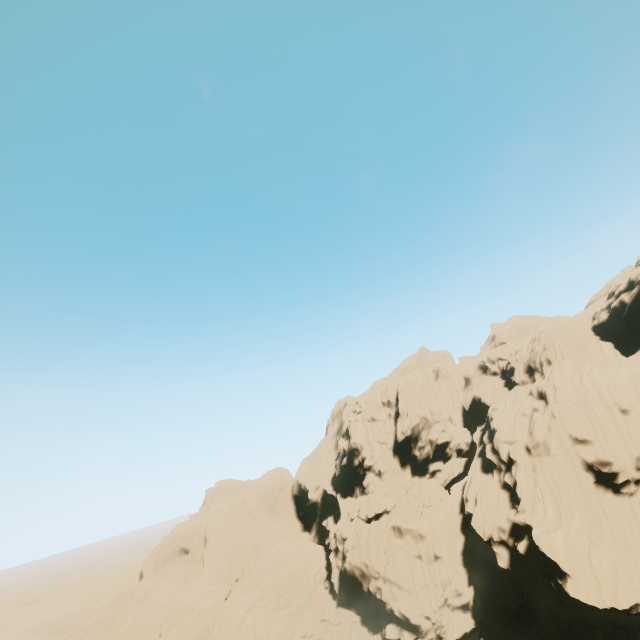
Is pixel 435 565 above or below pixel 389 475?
below
